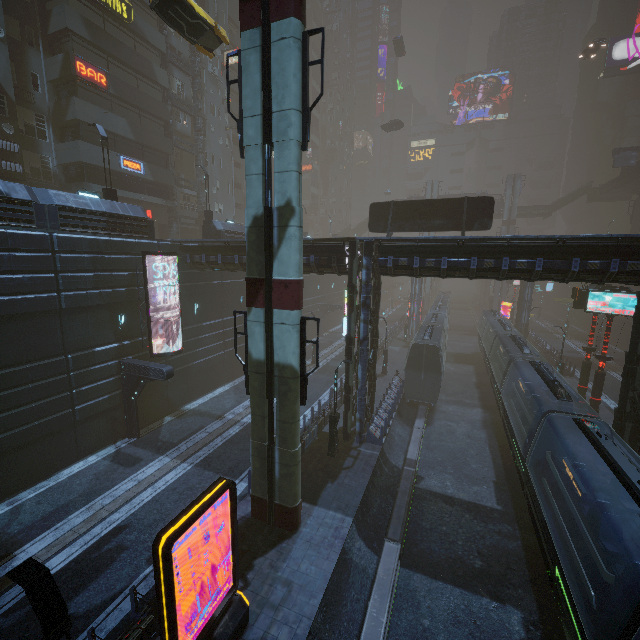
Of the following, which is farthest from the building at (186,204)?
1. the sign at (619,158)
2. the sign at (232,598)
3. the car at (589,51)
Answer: the sign at (619,158)

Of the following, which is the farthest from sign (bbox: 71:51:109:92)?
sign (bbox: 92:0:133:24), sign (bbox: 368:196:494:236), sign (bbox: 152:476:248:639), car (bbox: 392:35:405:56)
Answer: sign (bbox: 152:476:248:639)

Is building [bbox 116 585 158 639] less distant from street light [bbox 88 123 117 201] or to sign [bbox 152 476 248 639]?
street light [bbox 88 123 117 201]

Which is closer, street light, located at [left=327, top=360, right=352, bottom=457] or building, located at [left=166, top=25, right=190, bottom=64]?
street light, located at [left=327, top=360, right=352, bottom=457]

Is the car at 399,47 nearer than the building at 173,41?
No

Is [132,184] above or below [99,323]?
above

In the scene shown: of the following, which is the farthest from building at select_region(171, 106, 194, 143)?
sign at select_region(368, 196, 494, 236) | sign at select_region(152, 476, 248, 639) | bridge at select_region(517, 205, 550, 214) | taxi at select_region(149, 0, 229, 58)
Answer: taxi at select_region(149, 0, 229, 58)

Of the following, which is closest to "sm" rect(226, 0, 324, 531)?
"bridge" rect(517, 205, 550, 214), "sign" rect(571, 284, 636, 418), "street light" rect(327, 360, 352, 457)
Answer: "street light" rect(327, 360, 352, 457)
